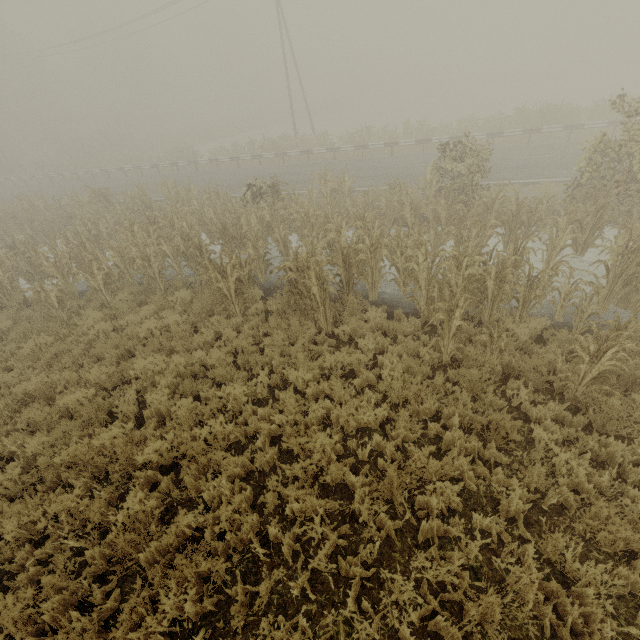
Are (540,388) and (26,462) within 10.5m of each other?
yes

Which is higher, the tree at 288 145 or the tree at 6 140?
the tree at 6 140

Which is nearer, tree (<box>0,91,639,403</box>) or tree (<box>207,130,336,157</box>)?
tree (<box>0,91,639,403</box>)

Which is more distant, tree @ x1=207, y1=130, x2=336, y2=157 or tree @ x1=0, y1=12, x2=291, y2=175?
tree @ x1=0, y1=12, x2=291, y2=175

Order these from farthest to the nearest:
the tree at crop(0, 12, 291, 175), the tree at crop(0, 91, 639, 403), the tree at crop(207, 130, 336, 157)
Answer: the tree at crop(0, 12, 291, 175) < the tree at crop(207, 130, 336, 157) < the tree at crop(0, 91, 639, 403)

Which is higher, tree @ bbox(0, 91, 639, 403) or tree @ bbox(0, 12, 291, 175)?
tree @ bbox(0, 12, 291, 175)

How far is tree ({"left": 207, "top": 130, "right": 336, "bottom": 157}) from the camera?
23.9 meters

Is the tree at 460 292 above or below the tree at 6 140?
below
